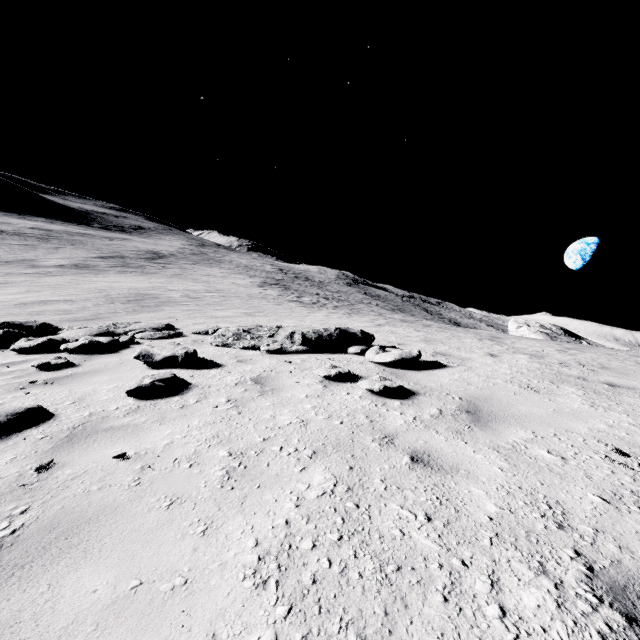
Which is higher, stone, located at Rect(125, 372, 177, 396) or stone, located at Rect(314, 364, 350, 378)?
stone, located at Rect(314, 364, 350, 378)

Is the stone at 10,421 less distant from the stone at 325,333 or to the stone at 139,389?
the stone at 139,389

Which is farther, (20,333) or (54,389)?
(20,333)

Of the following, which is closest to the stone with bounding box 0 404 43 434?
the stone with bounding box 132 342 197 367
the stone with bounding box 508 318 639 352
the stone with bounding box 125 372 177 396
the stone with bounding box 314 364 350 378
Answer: the stone with bounding box 125 372 177 396

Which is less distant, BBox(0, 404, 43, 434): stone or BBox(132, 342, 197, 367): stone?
BBox(0, 404, 43, 434): stone

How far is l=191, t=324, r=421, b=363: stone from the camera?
5.86m

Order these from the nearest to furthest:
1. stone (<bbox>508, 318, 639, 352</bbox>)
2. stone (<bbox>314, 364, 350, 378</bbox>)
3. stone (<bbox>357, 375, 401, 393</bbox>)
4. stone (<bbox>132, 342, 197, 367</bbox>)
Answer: stone (<bbox>357, 375, 401, 393</bbox>) < stone (<bbox>314, 364, 350, 378</bbox>) < stone (<bbox>132, 342, 197, 367</bbox>) < stone (<bbox>508, 318, 639, 352</bbox>)

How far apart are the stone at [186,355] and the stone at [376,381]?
3.00m
